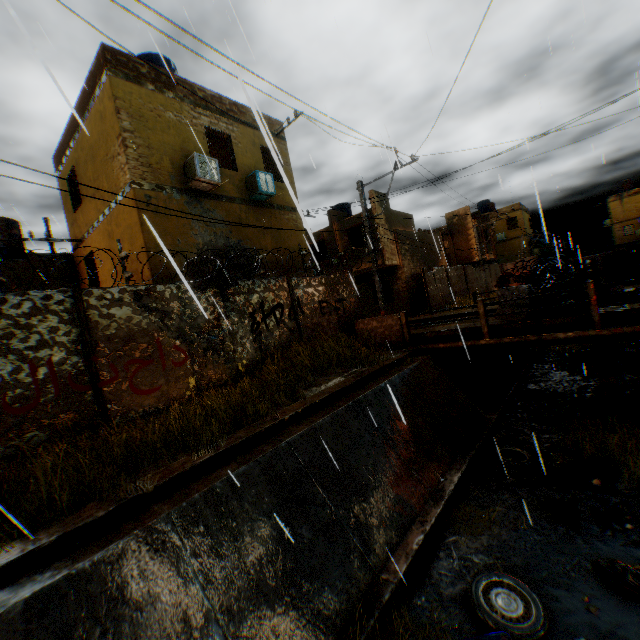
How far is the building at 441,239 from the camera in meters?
21.4

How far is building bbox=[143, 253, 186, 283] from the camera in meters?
9.2 m

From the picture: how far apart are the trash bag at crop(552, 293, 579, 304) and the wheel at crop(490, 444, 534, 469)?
3.8 meters

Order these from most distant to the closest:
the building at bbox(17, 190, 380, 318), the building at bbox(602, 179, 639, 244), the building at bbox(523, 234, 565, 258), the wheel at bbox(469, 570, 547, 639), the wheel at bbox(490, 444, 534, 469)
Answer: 1. the building at bbox(602, 179, 639, 244)
2. the building at bbox(523, 234, 565, 258)
3. the building at bbox(17, 190, 380, 318)
4. the wheel at bbox(490, 444, 534, 469)
5. the wheel at bbox(469, 570, 547, 639)

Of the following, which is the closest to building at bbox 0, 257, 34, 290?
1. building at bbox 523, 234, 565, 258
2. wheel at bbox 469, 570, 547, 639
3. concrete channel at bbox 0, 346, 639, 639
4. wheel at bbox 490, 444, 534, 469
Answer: concrete channel at bbox 0, 346, 639, 639

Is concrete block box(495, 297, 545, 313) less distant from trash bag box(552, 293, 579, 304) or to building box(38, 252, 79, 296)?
trash bag box(552, 293, 579, 304)

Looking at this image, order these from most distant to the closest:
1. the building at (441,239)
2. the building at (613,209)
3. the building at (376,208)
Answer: the building at (613,209) → the building at (441,239) → the building at (376,208)

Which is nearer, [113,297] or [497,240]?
[113,297]
